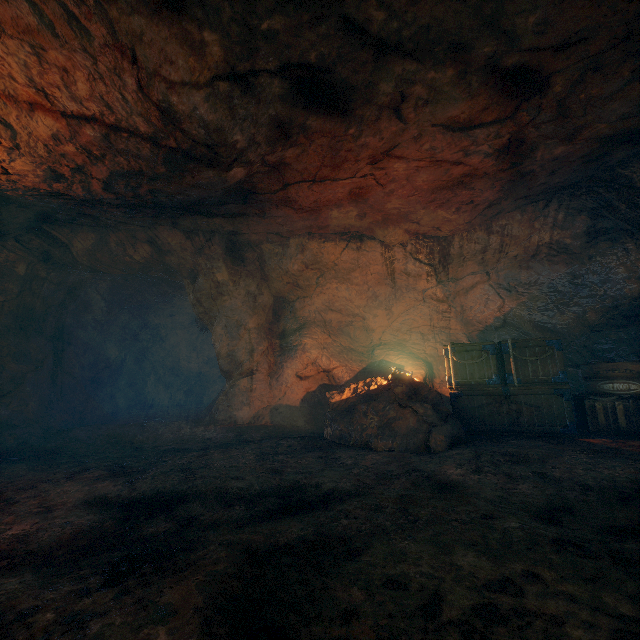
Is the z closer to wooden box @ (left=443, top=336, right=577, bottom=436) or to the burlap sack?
the burlap sack

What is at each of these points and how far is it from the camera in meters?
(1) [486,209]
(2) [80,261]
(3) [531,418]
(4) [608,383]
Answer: (1) burlap sack, 7.6
(2) z, 8.5
(3) wooden box, 6.0
(4) wooden box, 6.0

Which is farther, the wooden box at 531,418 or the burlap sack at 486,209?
the wooden box at 531,418

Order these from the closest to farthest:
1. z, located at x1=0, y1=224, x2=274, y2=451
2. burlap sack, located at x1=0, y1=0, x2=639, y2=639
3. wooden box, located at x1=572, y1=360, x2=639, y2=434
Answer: burlap sack, located at x1=0, y1=0, x2=639, y2=639, wooden box, located at x1=572, y1=360, x2=639, y2=434, z, located at x1=0, y1=224, x2=274, y2=451

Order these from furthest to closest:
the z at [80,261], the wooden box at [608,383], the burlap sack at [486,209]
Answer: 1. the z at [80,261]
2. the wooden box at [608,383]
3. the burlap sack at [486,209]

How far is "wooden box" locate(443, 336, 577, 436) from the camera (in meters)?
5.87
